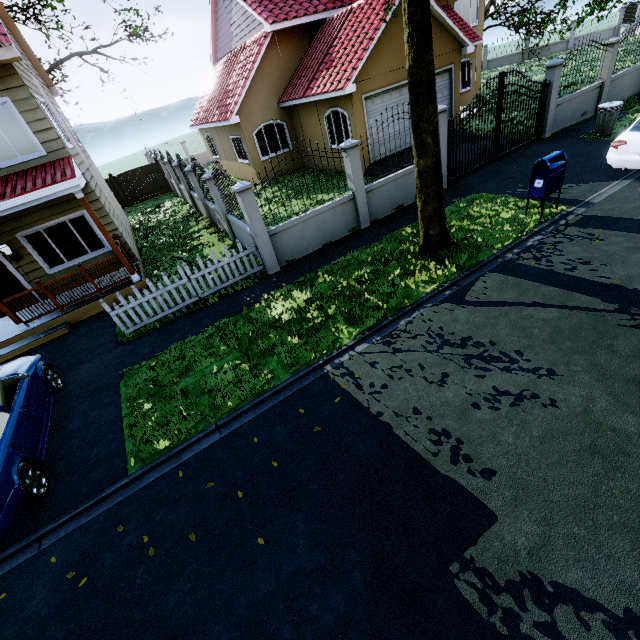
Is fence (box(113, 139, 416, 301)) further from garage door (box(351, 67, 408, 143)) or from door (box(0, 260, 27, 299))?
door (box(0, 260, 27, 299))

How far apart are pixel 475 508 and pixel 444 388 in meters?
1.7 m

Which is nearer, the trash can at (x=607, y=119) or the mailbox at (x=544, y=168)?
the mailbox at (x=544, y=168)

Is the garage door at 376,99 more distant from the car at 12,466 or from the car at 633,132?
the car at 12,466

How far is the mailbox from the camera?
7.5m

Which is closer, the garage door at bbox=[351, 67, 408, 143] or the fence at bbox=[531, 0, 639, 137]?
the fence at bbox=[531, 0, 639, 137]

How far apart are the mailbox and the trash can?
6.0 meters

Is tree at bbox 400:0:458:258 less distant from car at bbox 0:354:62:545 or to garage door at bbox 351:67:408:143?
garage door at bbox 351:67:408:143
